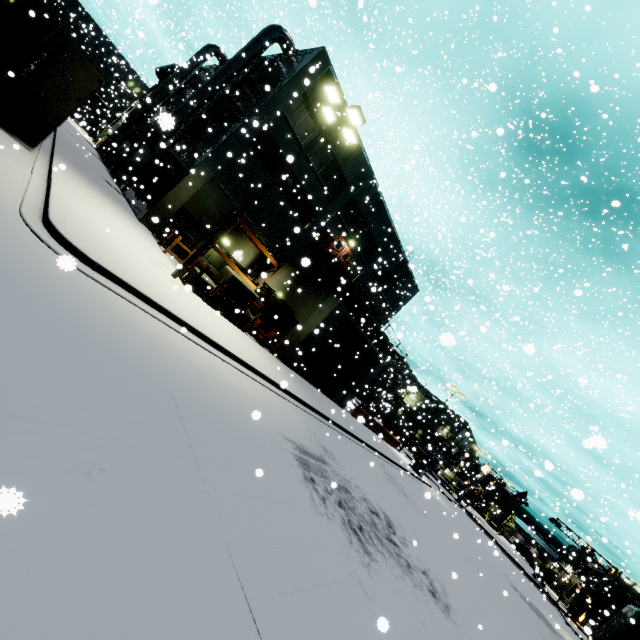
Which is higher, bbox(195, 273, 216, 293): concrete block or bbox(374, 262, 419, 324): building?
bbox(374, 262, 419, 324): building

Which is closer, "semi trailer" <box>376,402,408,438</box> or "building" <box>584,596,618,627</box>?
"building" <box>584,596,618,627</box>

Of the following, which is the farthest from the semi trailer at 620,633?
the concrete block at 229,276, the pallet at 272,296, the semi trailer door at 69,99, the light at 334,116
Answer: the pallet at 272,296

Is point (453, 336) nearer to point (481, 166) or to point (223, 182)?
point (223, 182)

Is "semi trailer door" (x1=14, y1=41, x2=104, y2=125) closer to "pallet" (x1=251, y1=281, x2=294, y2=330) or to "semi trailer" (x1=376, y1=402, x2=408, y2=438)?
"semi trailer" (x1=376, y1=402, x2=408, y2=438)

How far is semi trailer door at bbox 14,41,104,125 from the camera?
11.0m

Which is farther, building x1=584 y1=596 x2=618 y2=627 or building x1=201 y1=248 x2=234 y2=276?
building x1=201 y1=248 x2=234 y2=276

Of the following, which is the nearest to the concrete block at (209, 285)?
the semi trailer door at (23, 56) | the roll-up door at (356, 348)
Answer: the roll-up door at (356, 348)
